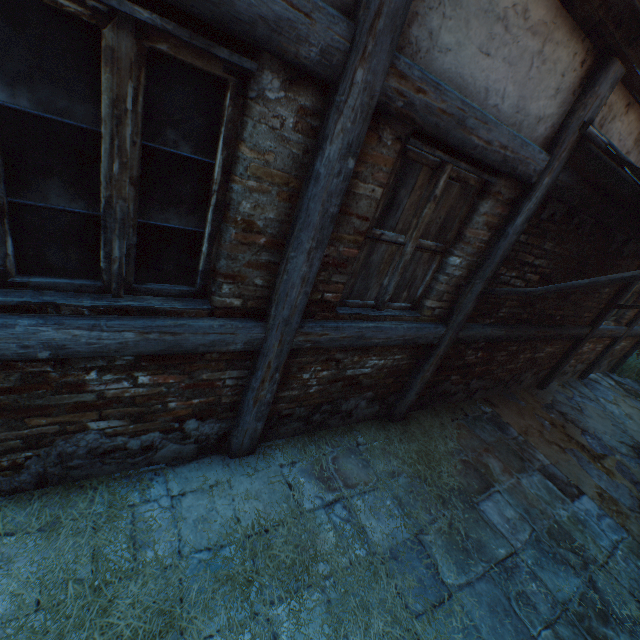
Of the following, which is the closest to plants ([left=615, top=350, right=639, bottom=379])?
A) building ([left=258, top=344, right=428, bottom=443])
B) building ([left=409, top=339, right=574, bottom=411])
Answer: building ([left=409, top=339, right=574, bottom=411])

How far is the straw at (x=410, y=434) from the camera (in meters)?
3.26

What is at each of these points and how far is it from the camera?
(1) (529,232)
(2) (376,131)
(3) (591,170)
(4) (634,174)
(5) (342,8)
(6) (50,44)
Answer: (1) building, 3.15m
(2) building, 1.86m
(3) building, 3.03m
(4) awning, 2.57m
(5) building, 1.46m
(6) building, 1.24m

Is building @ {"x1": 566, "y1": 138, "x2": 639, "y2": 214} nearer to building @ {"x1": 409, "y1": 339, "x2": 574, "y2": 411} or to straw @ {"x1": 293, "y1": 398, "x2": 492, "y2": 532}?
straw @ {"x1": 293, "y1": 398, "x2": 492, "y2": 532}

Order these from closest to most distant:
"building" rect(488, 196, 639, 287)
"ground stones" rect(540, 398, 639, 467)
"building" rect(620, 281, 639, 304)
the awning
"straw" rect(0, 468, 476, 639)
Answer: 1. "straw" rect(0, 468, 476, 639)
2. the awning
3. "building" rect(488, 196, 639, 287)
4. "ground stones" rect(540, 398, 639, 467)
5. "building" rect(620, 281, 639, 304)

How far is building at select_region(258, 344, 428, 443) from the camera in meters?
2.8

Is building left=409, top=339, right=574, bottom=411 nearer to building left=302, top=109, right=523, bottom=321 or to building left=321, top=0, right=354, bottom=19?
building left=302, top=109, right=523, bottom=321

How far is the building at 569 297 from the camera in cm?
365
